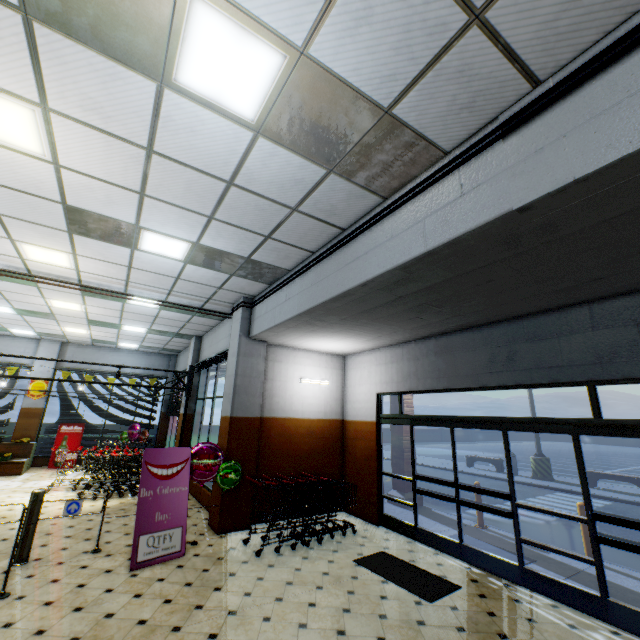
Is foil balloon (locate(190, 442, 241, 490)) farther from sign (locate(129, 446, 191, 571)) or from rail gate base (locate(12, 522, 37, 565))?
rail gate base (locate(12, 522, 37, 565))

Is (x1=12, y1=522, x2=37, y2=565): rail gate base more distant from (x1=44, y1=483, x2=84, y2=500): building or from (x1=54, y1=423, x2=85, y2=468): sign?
(x1=54, y1=423, x2=85, y2=468): sign

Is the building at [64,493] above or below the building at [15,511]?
above

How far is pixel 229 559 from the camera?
5.3 meters

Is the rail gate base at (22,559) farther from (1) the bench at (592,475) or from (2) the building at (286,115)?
(1) the bench at (592,475)

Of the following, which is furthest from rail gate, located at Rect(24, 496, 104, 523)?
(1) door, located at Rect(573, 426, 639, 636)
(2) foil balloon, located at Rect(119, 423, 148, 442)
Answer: (2) foil balloon, located at Rect(119, 423, 148, 442)

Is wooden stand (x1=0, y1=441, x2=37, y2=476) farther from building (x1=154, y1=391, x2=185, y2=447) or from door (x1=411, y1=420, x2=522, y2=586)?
door (x1=411, y1=420, x2=522, y2=586)

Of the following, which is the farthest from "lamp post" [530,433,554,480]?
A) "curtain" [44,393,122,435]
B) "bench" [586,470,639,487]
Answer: "curtain" [44,393,122,435]
